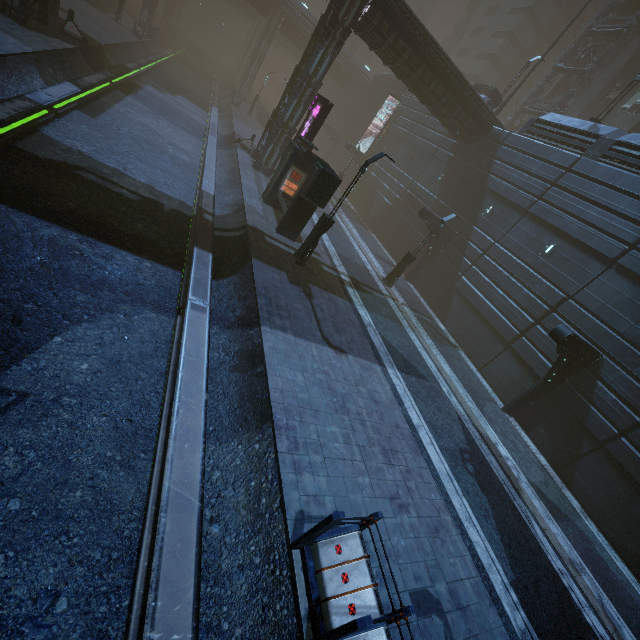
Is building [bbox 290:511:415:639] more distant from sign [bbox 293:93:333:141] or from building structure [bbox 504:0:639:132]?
sign [bbox 293:93:333:141]

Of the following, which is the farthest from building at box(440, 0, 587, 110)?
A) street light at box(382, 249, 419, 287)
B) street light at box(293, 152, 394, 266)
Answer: street light at box(382, 249, 419, 287)

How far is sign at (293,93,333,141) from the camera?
17.50m

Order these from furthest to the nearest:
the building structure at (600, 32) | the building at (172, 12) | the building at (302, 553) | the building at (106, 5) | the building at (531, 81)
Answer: the building at (172, 12), the building at (531, 81), the building at (106, 5), the building structure at (600, 32), the building at (302, 553)

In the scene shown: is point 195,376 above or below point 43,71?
above

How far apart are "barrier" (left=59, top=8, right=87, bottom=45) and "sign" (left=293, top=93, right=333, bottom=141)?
13.8m

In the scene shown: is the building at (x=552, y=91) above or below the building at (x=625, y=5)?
below

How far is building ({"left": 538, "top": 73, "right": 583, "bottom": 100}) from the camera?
33.7m
